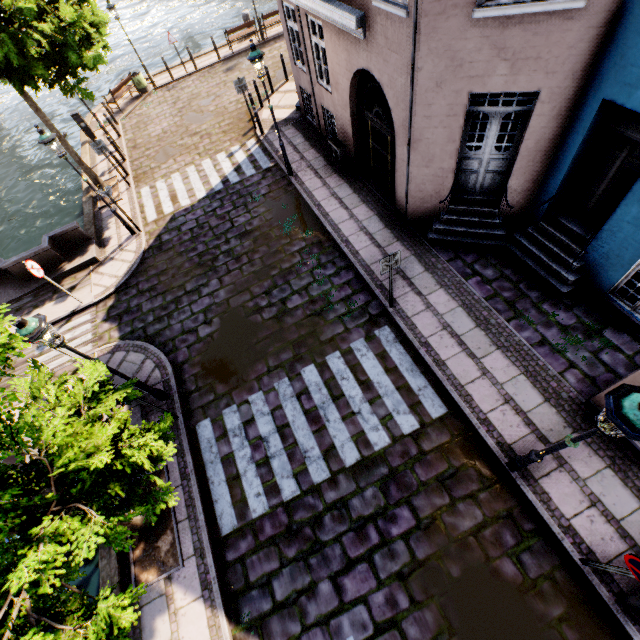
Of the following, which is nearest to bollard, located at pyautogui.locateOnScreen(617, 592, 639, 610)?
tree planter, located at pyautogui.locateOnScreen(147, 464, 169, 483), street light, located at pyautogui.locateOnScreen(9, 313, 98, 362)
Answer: tree planter, located at pyautogui.locateOnScreen(147, 464, 169, 483)

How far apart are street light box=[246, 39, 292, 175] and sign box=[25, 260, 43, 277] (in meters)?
8.10

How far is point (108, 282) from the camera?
10.7m

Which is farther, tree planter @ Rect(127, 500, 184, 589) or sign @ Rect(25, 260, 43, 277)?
sign @ Rect(25, 260, 43, 277)

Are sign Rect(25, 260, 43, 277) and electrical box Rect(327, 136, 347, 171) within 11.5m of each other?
yes

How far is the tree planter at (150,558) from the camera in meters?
6.1 m

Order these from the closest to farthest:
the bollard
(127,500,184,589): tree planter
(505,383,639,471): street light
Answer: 1. (505,383,639,471): street light
2. the bollard
3. (127,500,184,589): tree planter

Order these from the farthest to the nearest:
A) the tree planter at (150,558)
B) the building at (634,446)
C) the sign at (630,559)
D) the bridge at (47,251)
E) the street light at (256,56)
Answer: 1. the bridge at (47,251)
2. the street light at (256,56)
3. the tree planter at (150,558)
4. the building at (634,446)
5. the sign at (630,559)
